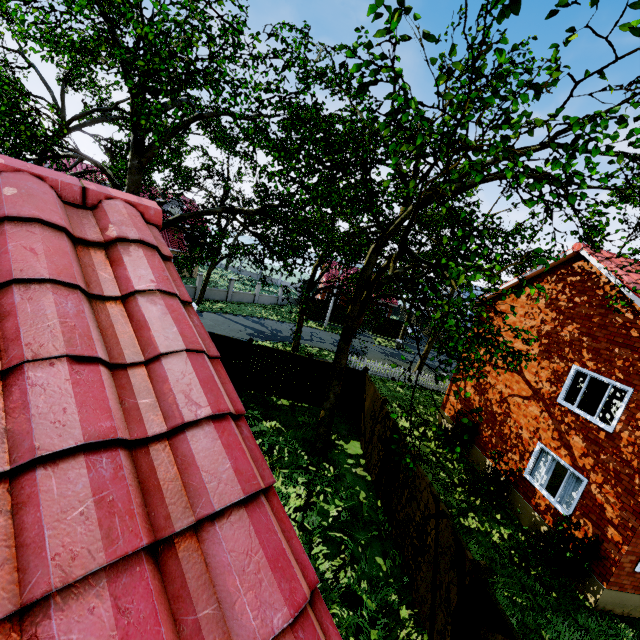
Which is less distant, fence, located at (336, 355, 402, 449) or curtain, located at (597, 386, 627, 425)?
curtain, located at (597, 386, 627, 425)

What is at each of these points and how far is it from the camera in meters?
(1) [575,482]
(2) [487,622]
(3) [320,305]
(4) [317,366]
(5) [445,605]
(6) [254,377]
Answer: (1) curtain, 10.0 m
(2) fence, 5.4 m
(3) fence, 37.7 m
(4) fence, 15.3 m
(5) fence, 6.4 m
(6) fence, 15.3 m

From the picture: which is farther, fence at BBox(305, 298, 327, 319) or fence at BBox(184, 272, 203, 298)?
fence at BBox(305, 298, 327, 319)

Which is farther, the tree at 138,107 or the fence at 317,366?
the fence at 317,366

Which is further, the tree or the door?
the door

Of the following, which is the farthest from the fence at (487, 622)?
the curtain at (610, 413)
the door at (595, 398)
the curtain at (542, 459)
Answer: the door at (595, 398)

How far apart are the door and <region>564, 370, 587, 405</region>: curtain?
1.2 meters

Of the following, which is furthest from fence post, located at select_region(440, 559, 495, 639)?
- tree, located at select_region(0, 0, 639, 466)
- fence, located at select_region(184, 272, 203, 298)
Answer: fence, located at select_region(184, 272, 203, 298)
